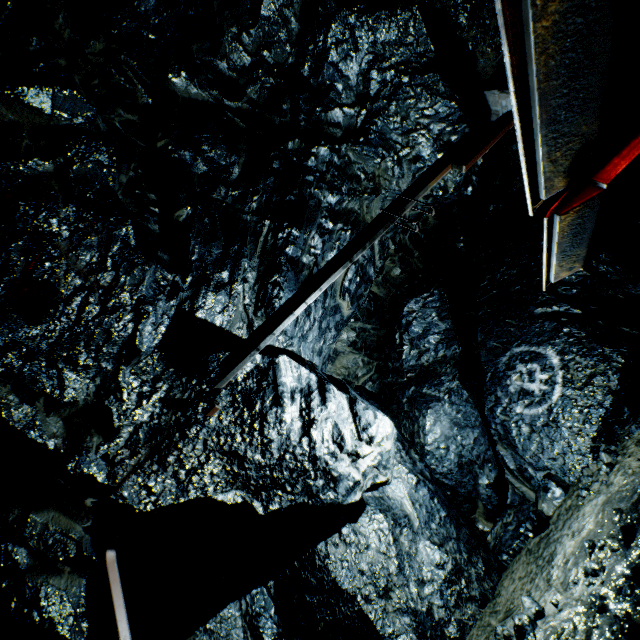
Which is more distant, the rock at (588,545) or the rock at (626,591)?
the rock at (588,545)

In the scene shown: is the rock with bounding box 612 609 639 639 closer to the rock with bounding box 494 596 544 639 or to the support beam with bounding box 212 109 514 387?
the rock with bounding box 494 596 544 639

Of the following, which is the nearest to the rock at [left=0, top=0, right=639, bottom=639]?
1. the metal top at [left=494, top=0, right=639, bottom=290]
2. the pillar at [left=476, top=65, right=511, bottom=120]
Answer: the pillar at [left=476, top=65, right=511, bottom=120]

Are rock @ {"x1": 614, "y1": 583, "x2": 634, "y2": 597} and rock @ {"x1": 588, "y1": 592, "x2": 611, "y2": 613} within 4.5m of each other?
yes

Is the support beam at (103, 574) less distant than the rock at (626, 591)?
Yes

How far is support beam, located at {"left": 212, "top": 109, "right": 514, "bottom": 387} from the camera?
3.7 meters

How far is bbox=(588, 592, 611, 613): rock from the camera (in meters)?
3.66

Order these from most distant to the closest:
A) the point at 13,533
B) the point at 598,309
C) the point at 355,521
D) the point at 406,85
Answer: the point at 598,309 → the point at 355,521 → the point at 406,85 → the point at 13,533
